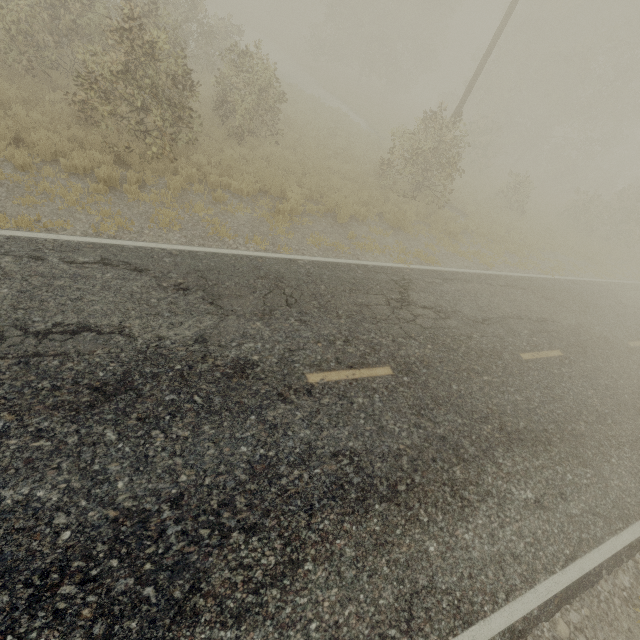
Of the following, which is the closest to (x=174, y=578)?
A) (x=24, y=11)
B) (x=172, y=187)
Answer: (x=172, y=187)
